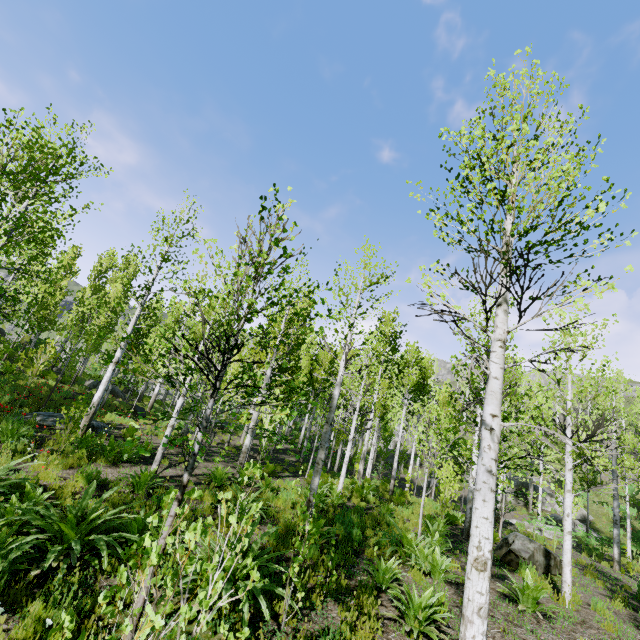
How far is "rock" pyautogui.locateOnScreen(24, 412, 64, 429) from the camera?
11.3 meters

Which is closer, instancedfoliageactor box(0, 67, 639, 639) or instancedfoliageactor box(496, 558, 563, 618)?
instancedfoliageactor box(0, 67, 639, 639)

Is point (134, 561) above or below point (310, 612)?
above

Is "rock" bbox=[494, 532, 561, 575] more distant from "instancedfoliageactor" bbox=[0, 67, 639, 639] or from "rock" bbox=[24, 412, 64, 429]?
"rock" bbox=[24, 412, 64, 429]

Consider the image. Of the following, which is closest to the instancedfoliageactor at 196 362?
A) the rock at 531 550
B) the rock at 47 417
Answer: the rock at 47 417

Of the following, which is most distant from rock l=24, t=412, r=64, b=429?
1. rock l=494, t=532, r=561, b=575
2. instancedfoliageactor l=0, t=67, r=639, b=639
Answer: rock l=494, t=532, r=561, b=575

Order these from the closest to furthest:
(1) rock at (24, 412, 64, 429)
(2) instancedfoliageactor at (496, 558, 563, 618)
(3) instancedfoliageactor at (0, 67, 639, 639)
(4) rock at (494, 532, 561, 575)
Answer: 1. (3) instancedfoliageactor at (0, 67, 639, 639)
2. (2) instancedfoliageactor at (496, 558, 563, 618)
3. (4) rock at (494, 532, 561, 575)
4. (1) rock at (24, 412, 64, 429)

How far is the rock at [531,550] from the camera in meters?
8.8
